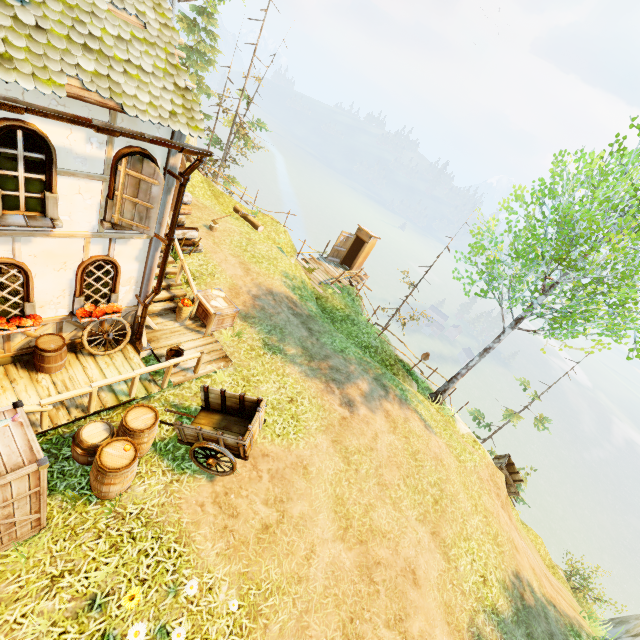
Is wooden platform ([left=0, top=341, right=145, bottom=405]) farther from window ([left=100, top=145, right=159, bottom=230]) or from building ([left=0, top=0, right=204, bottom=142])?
window ([left=100, top=145, right=159, bottom=230])

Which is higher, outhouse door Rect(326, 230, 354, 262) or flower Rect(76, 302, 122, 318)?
flower Rect(76, 302, 122, 318)

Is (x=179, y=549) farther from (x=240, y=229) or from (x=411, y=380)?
(x=240, y=229)

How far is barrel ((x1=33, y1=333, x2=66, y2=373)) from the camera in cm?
651

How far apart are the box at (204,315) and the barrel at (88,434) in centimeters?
365cm

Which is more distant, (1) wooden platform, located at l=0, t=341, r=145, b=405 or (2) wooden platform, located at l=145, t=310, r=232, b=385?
(2) wooden platform, located at l=145, t=310, r=232, b=385

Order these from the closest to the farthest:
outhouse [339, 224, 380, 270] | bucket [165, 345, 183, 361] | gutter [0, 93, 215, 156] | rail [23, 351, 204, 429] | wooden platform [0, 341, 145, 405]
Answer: gutter [0, 93, 215, 156], rail [23, 351, 204, 429], wooden platform [0, 341, 145, 405], bucket [165, 345, 183, 361], outhouse [339, 224, 380, 270]

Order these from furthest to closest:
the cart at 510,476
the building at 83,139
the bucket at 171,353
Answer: the cart at 510,476, the bucket at 171,353, the building at 83,139
